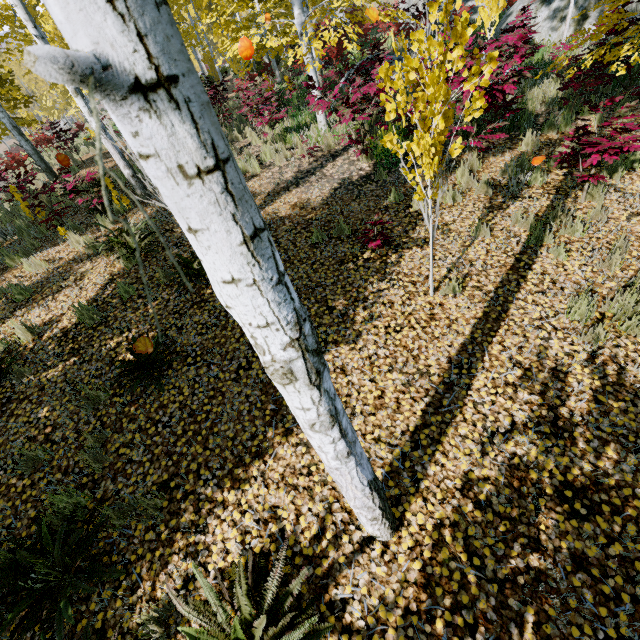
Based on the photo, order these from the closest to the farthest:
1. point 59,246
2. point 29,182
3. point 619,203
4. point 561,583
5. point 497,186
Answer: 1. point 561,583
2. point 619,203
3. point 497,186
4. point 59,246
5. point 29,182

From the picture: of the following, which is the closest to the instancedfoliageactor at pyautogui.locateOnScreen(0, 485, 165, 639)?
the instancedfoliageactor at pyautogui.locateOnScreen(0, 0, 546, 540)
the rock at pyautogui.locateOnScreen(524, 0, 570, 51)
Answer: the instancedfoliageactor at pyautogui.locateOnScreen(0, 0, 546, 540)

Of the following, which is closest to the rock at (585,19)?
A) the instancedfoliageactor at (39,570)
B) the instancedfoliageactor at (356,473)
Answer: the instancedfoliageactor at (356,473)

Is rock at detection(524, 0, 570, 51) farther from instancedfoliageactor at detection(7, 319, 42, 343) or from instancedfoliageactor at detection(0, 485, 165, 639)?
instancedfoliageactor at detection(0, 485, 165, 639)

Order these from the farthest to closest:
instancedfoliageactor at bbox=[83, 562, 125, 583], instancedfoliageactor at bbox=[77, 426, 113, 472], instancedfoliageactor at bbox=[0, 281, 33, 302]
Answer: instancedfoliageactor at bbox=[0, 281, 33, 302]
instancedfoliageactor at bbox=[77, 426, 113, 472]
instancedfoliageactor at bbox=[83, 562, 125, 583]

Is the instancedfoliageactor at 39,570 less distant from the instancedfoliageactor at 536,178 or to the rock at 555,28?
the instancedfoliageactor at 536,178
